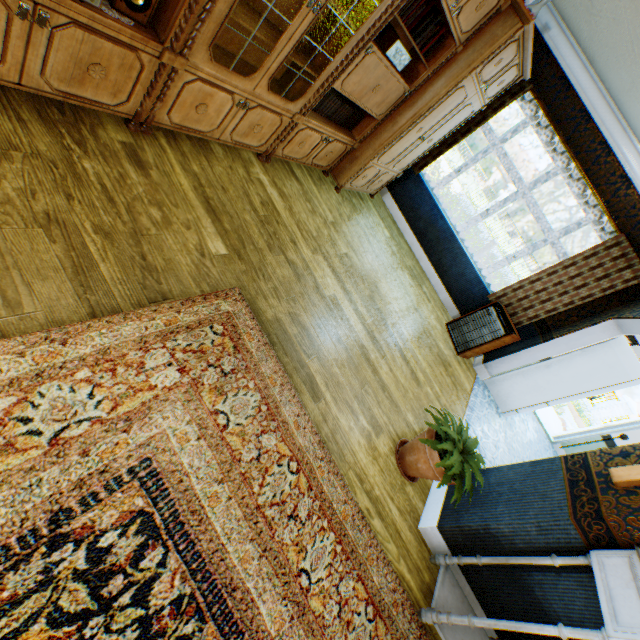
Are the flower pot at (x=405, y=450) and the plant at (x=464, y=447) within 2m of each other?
yes

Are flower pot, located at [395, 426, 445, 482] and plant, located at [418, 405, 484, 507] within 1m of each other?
yes

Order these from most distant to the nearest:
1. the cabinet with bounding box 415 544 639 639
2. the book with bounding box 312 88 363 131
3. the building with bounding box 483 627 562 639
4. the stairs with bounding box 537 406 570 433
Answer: the stairs with bounding box 537 406 570 433 → the book with bounding box 312 88 363 131 → the building with bounding box 483 627 562 639 → the cabinet with bounding box 415 544 639 639

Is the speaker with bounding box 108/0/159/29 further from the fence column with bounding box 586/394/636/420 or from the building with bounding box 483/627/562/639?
the fence column with bounding box 586/394/636/420

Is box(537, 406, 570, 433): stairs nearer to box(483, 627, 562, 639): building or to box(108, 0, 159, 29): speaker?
box(483, 627, 562, 639): building

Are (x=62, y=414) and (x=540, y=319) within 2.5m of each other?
no

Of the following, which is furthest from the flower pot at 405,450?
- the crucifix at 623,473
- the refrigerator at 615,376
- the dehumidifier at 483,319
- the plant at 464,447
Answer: the refrigerator at 615,376

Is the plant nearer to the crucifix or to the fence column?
the crucifix
